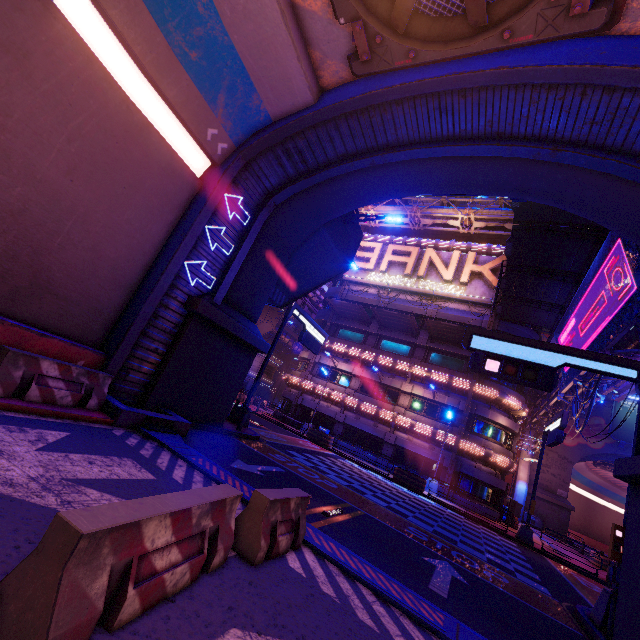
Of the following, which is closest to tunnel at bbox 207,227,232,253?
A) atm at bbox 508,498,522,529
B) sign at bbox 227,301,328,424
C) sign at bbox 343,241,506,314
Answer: sign at bbox 227,301,328,424

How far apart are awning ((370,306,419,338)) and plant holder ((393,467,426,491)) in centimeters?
1181cm

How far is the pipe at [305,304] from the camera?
45.5m

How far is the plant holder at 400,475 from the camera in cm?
2222

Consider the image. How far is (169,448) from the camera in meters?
7.9 m

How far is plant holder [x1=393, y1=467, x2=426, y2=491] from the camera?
22.2 meters

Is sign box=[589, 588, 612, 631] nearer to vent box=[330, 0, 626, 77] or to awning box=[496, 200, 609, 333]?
vent box=[330, 0, 626, 77]

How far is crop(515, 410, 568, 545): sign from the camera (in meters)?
17.02
